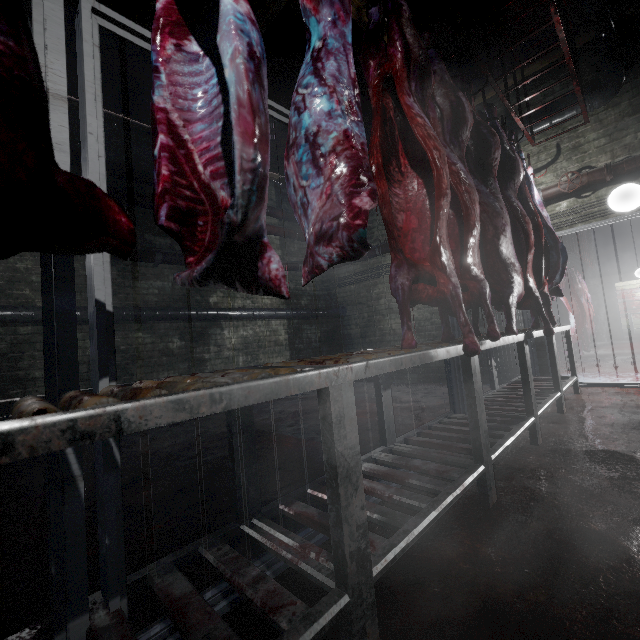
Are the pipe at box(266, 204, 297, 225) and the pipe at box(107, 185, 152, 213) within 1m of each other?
yes

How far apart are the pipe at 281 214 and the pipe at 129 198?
0.2m

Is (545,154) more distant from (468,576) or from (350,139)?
(468,576)

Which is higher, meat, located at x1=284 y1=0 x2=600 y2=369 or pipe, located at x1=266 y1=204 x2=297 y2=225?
pipe, located at x1=266 y1=204 x2=297 y2=225

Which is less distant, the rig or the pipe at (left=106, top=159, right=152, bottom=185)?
the rig

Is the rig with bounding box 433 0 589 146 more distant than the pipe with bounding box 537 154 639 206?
No

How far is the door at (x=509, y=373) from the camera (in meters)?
4.55

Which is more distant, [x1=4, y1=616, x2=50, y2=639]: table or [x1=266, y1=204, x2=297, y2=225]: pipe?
[x1=266, y1=204, x2=297, y2=225]: pipe
